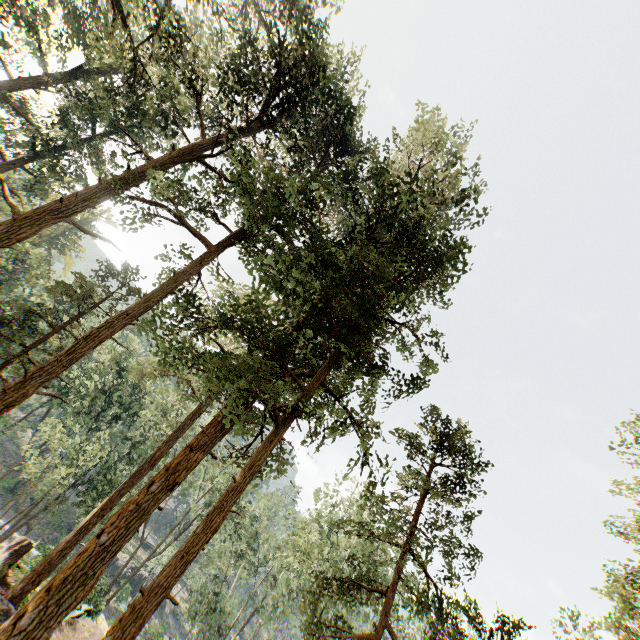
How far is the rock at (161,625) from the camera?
41.97m

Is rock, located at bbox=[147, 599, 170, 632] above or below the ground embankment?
below

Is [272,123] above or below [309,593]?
above

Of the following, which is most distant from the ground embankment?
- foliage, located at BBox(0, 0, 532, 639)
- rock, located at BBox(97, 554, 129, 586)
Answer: rock, located at BBox(97, 554, 129, 586)

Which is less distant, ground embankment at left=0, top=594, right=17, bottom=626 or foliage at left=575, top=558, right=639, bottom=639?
ground embankment at left=0, top=594, right=17, bottom=626

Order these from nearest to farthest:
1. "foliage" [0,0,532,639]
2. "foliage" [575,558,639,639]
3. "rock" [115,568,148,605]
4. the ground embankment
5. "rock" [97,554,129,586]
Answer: "foliage" [0,0,532,639] → the ground embankment → "foliage" [575,558,639,639] → "rock" [115,568,148,605] → "rock" [97,554,129,586]
